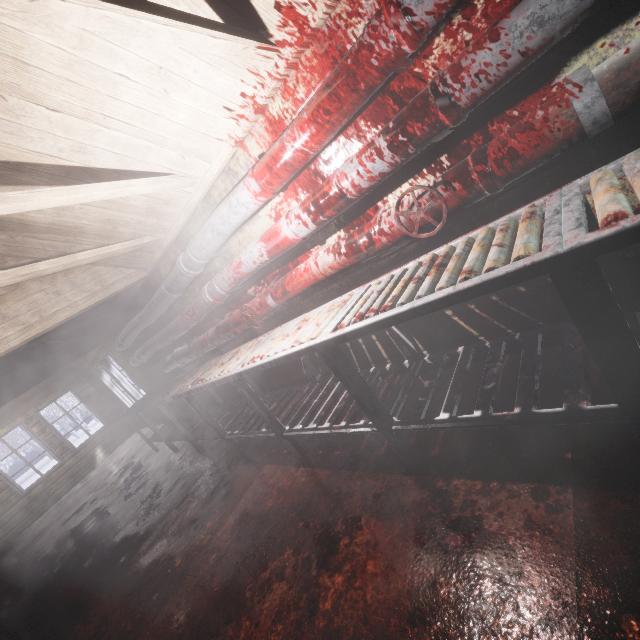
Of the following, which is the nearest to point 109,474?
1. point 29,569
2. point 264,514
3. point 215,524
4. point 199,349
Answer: point 29,569

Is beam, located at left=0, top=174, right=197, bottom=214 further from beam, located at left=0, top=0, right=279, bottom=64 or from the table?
the table

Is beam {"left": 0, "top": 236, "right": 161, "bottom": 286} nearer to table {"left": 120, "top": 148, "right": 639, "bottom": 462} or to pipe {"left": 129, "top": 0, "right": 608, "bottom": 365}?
pipe {"left": 129, "top": 0, "right": 608, "bottom": 365}

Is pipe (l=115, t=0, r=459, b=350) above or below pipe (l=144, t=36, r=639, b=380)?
above

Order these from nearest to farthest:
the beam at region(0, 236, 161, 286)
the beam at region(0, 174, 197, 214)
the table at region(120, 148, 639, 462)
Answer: the table at region(120, 148, 639, 462)
the beam at region(0, 174, 197, 214)
the beam at region(0, 236, 161, 286)

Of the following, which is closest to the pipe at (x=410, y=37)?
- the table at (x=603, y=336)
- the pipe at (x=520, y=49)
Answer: the pipe at (x=520, y=49)

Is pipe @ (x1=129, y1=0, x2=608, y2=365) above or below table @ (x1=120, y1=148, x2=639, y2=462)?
above

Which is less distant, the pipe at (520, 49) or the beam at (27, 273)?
the pipe at (520, 49)
